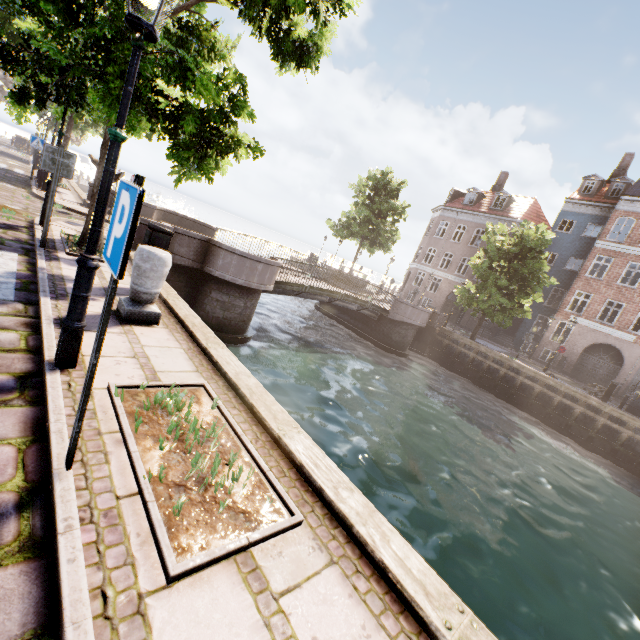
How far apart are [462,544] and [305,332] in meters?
12.2

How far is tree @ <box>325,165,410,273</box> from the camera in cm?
2728

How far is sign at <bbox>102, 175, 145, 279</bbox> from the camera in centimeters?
164cm

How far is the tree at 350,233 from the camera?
27.28m

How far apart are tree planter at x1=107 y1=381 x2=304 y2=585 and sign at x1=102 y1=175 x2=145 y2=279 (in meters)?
1.43

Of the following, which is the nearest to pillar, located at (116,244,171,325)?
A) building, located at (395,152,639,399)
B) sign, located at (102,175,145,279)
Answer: sign, located at (102,175,145,279)

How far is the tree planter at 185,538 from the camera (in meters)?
1.99

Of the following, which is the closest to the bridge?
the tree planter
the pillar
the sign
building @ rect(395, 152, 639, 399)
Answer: the pillar
